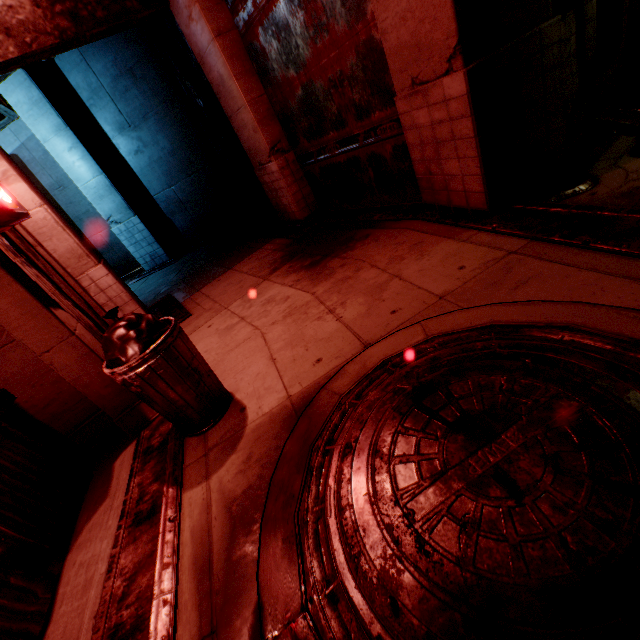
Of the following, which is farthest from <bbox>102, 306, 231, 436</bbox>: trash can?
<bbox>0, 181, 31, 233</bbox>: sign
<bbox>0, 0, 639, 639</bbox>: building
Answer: <bbox>0, 181, 31, 233</bbox>: sign

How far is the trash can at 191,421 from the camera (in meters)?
2.62

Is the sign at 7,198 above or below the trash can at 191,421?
above

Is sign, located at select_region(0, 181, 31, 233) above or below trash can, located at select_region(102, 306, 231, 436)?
above

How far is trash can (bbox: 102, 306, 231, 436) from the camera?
2.6 meters

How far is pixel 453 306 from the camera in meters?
3.0

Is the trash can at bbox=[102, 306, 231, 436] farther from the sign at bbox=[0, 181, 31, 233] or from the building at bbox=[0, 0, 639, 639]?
the sign at bbox=[0, 181, 31, 233]
